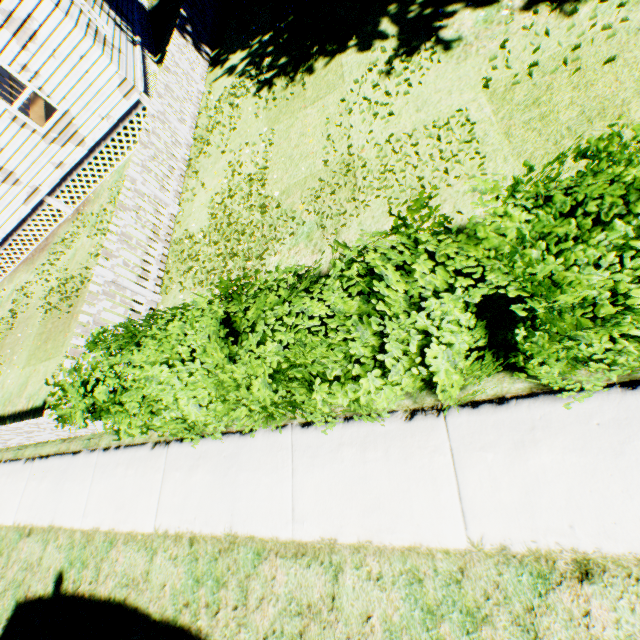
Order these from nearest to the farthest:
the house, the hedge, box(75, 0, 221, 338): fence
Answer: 1. the hedge
2. box(75, 0, 221, 338): fence
3. the house

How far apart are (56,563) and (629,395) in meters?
7.8

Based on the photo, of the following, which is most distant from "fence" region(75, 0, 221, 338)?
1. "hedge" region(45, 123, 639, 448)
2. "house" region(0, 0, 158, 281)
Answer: "house" region(0, 0, 158, 281)

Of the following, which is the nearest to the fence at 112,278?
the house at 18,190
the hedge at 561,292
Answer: the hedge at 561,292

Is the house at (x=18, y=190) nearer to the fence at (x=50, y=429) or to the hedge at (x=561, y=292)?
the fence at (x=50, y=429)

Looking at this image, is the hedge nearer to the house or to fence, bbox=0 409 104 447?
fence, bbox=0 409 104 447
